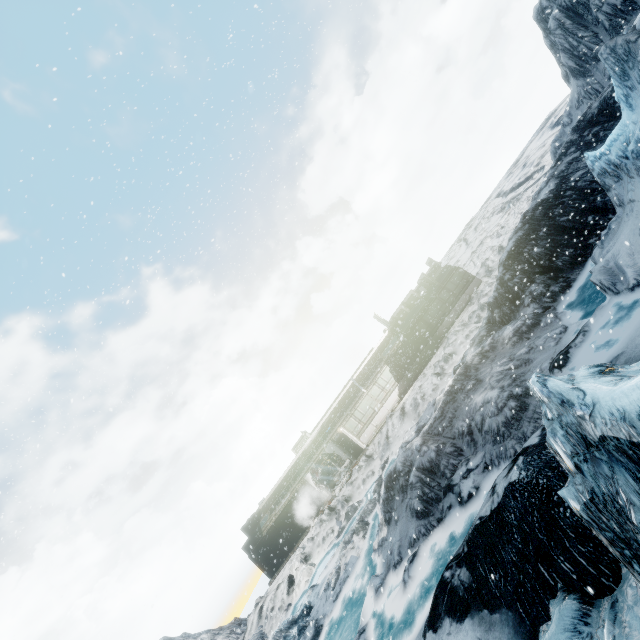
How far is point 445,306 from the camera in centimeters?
2902cm
